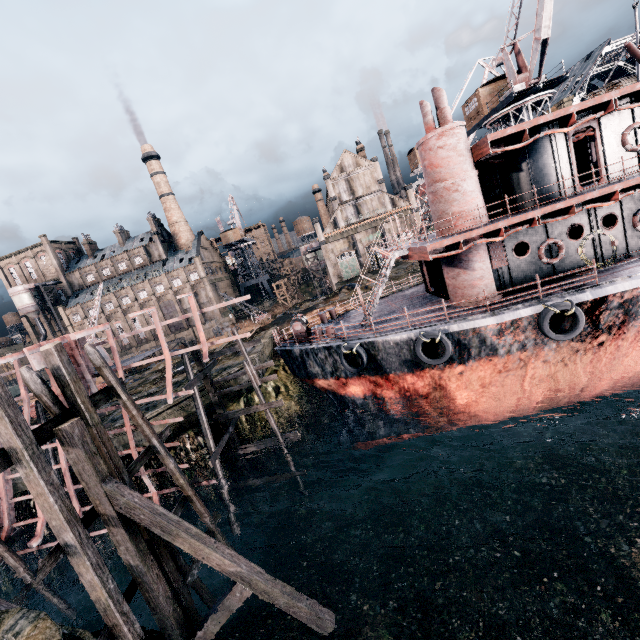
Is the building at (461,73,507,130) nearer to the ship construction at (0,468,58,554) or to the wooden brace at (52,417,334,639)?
the ship construction at (0,468,58,554)

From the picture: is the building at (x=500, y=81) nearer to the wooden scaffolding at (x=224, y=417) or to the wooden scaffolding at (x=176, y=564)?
the wooden scaffolding at (x=224, y=417)

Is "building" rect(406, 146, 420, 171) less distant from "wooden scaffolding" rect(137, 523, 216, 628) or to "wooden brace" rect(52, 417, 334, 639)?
"wooden scaffolding" rect(137, 523, 216, 628)

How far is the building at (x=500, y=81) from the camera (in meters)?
34.31

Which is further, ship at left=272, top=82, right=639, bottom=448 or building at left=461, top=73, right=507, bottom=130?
building at left=461, top=73, right=507, bottom=130

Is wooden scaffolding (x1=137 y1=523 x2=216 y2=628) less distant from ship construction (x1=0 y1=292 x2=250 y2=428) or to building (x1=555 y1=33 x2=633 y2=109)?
ship construction (x1=0 y1=292 x2=250 y2=428)

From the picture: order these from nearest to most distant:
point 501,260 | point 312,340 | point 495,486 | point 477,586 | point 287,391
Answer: point 477,586 → point 501,260 → point 495,486 → point 312,340 → point 287,391

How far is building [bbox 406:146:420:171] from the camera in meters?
54.0
